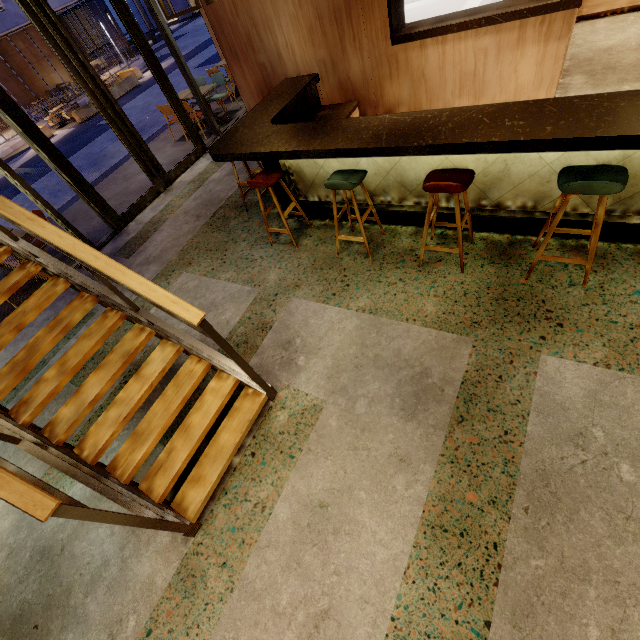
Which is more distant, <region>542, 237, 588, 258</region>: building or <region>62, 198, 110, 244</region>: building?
<region>62, 198, 110, 244</region>: building

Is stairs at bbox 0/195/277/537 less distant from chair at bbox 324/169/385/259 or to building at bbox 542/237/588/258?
building at bbox 542/237/588/258

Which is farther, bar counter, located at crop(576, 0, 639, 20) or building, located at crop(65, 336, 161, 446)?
bar counter, located at crop(576, 0, 639, 20)

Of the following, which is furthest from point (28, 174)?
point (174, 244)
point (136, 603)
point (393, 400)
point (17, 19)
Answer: point (393, 400)

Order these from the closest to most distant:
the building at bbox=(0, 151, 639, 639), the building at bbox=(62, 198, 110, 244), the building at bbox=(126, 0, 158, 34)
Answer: the building at bbox=(0, 151, 639, 639), the building at bbox=(62, 198, 110, 244), the building at bbox=(126, 0, 158, 34)

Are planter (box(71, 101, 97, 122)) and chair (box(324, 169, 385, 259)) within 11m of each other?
no

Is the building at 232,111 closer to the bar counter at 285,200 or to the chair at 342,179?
the bar counter at 285,200

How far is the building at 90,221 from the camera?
6.4m
